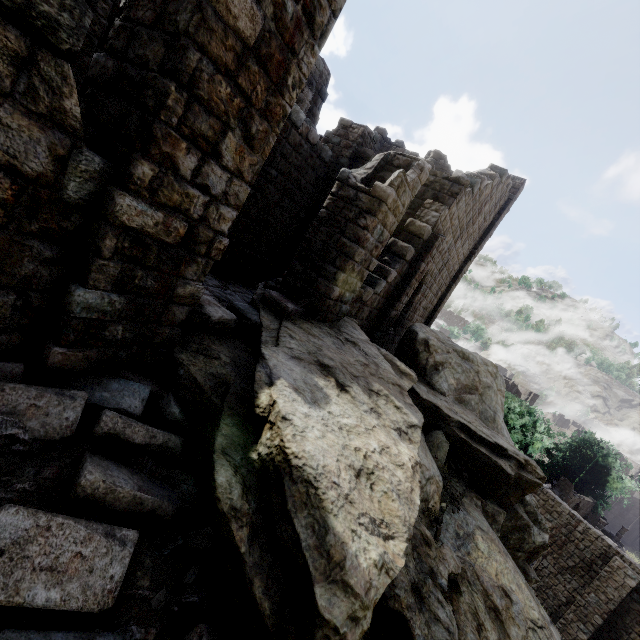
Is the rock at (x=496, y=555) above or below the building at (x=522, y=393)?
below

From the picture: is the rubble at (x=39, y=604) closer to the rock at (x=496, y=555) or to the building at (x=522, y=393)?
the rock at (x=496, y=555)

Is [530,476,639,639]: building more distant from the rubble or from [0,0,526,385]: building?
the rubble

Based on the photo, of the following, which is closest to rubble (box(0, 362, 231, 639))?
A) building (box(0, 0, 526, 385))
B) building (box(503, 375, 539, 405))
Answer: building (box(0, 0, 526, 385))

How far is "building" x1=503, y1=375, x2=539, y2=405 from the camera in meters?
46.4

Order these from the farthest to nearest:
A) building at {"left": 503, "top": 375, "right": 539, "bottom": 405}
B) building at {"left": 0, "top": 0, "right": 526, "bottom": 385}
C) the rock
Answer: building at {"left": 503, "top": 375, "right": 539, "bottom": 405} → the rock → building at {"left": 0, "top": 0, "right": 526, "bottom": 385}

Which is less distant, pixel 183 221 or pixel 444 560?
pixel 183 221

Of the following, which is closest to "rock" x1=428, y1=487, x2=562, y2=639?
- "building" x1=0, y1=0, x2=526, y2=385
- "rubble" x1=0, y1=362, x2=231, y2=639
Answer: "rubble" x1=0, y1=362, x2=231, y2=639
